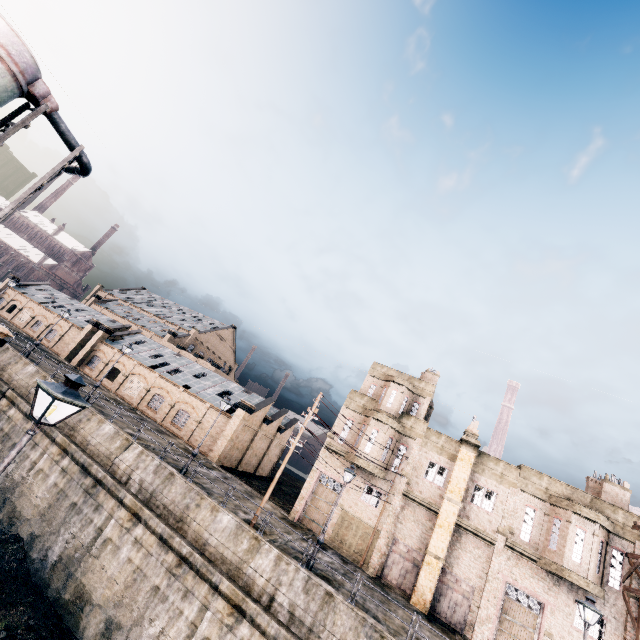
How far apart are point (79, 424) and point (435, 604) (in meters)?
29.47

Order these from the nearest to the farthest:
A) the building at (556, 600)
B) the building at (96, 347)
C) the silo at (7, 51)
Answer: the silo at (7, 51)
the building at (556, 600)
the building at (96, 347)

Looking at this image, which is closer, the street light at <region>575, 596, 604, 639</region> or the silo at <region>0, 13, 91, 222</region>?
the silo at <region>0, 13, 91, 222</region>

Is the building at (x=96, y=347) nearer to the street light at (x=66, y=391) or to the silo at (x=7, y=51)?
the silo at (x=7, y=51)

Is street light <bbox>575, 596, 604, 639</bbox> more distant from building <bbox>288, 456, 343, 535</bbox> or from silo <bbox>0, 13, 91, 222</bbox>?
silo <bbox>0, 13, 91, 222</bbox>

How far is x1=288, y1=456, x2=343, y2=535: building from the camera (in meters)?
27.30

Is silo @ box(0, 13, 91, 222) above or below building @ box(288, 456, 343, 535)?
above

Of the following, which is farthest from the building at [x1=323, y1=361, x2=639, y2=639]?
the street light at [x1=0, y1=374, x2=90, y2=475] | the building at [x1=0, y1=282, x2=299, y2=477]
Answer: the street light at [x1=0, y1=374, x2=90, y2=475]
